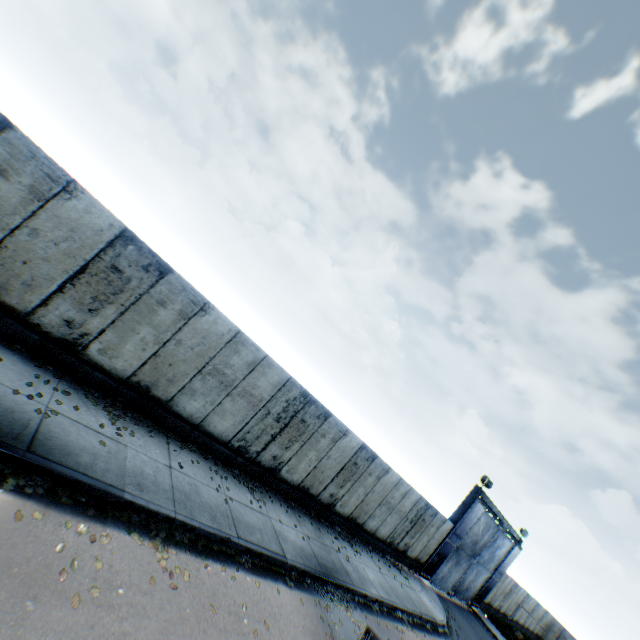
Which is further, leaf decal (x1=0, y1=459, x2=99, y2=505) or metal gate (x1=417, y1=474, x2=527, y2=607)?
metal gate (x1=417, y1=474, x2=527, y2=607)

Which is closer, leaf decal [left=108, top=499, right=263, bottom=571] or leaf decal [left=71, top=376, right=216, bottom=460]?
leaf decal [left=108, top=499, right=263, bottom=571]

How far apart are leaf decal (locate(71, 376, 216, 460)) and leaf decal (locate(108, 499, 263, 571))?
2.6 meters

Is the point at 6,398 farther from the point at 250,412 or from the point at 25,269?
the point at 250,412

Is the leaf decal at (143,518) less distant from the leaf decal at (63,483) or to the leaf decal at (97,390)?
the leaf decal at (63,483)

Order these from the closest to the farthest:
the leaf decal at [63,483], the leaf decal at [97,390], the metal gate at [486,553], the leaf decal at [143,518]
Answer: the leaf decal at [63,483] → the leaf decal at [143,518] → the leaf decal at [97,390] → the metal gate at [486,553]

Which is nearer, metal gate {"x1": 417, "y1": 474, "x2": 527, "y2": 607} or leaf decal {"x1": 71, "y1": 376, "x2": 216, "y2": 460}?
leaf decal {"x1": 71, "y1": 376, "x2": 216, "y2": 460}

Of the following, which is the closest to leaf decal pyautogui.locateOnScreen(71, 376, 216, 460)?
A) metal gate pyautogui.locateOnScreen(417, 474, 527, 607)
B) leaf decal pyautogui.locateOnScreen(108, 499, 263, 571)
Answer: leaf decal pyautogui.locateOnScreen(108, 499, 263, 571)
